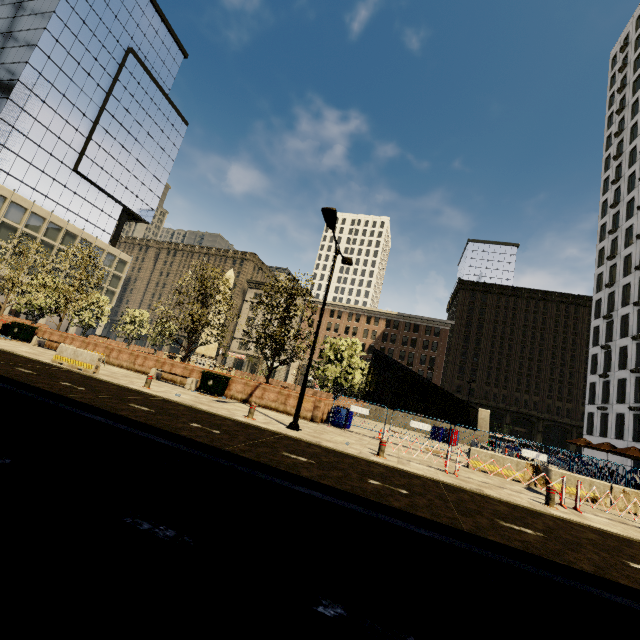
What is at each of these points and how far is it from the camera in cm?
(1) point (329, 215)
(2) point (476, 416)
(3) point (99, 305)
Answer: (1) street light, 1170
(2) underground building, 2812
(3) tree, 2542

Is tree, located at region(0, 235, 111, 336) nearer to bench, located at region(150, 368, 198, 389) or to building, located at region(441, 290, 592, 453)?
bench, located at region(150, 368, 198, 389)

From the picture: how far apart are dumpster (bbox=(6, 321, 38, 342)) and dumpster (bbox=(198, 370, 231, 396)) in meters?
13.6 m

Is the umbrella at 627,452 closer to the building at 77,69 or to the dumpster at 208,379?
the dumpster at 208,379

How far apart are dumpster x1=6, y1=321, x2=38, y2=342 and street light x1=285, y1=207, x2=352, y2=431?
20.28m

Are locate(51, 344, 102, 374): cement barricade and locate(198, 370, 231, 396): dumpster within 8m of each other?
yes

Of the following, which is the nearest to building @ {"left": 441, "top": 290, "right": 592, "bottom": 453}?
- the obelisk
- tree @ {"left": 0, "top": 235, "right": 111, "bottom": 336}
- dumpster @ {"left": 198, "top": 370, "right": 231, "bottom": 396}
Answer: tree @ {"left": 0, "top": 235, "right": 111, "bottom": 336}

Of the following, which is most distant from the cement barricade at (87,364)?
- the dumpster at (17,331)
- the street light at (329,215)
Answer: the dumpster at (17,331)
